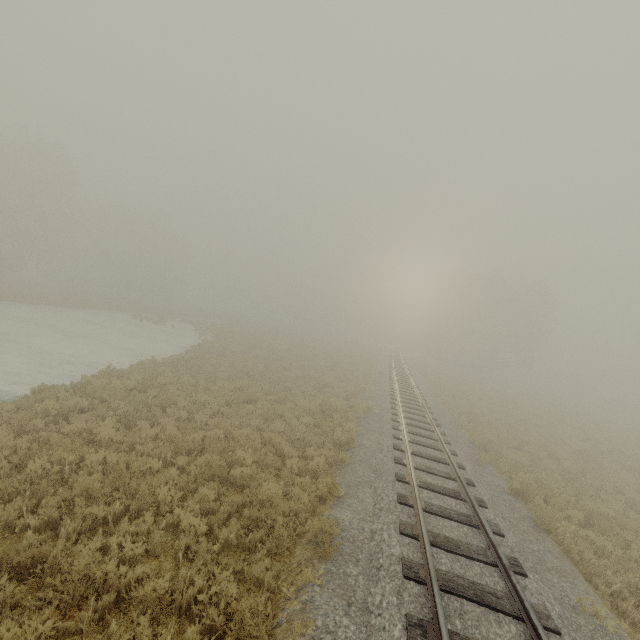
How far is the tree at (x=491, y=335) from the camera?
48.09m

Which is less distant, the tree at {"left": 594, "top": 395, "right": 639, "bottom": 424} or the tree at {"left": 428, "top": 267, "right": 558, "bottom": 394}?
the tree at {"left": 594, "top": 395, "right": 639, "bottom": 424}

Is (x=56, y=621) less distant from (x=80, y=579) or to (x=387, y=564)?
(x=80, y=579)

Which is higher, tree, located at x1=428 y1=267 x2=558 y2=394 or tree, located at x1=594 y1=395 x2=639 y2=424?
tree, located at x1=428 y1=267 x2=558 y2=394

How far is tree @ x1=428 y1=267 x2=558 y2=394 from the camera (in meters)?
48.09

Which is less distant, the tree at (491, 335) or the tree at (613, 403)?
the tree at (613, 403)
